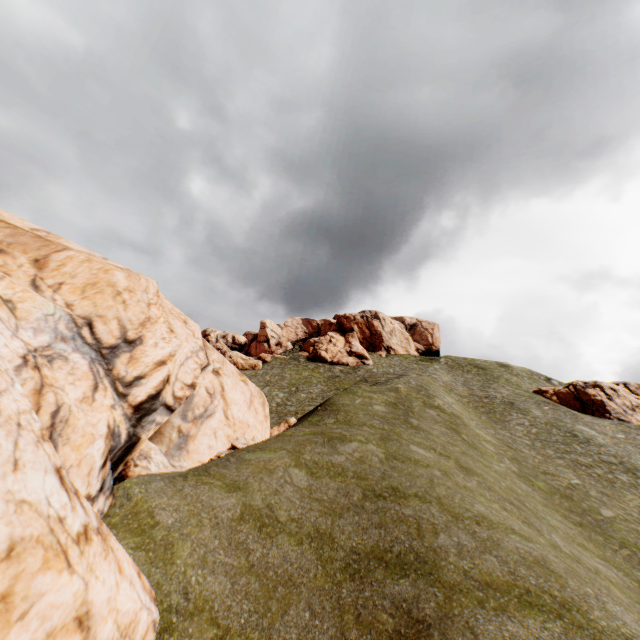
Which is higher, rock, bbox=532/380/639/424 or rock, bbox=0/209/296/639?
rock, bbox=532/380/639/424

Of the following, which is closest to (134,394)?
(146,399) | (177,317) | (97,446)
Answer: (146,399)

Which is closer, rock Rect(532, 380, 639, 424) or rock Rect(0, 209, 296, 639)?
rock Rect(0, 209, 296, 639)

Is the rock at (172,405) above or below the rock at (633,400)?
below

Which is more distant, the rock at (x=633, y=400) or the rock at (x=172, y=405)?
the rock at (x=633, y=400)
